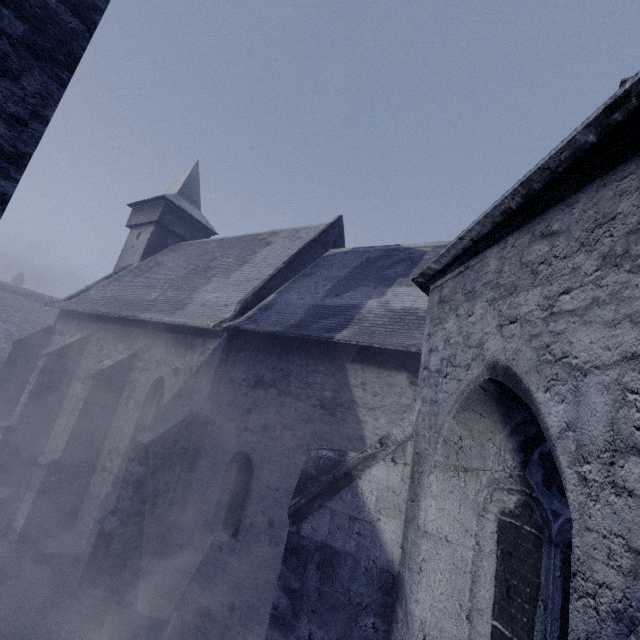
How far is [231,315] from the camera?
9.5m

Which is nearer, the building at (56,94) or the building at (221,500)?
the building at (221,500)

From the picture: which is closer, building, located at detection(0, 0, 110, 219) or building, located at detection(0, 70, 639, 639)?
building, located at detection(0, 70, 639, 639)
